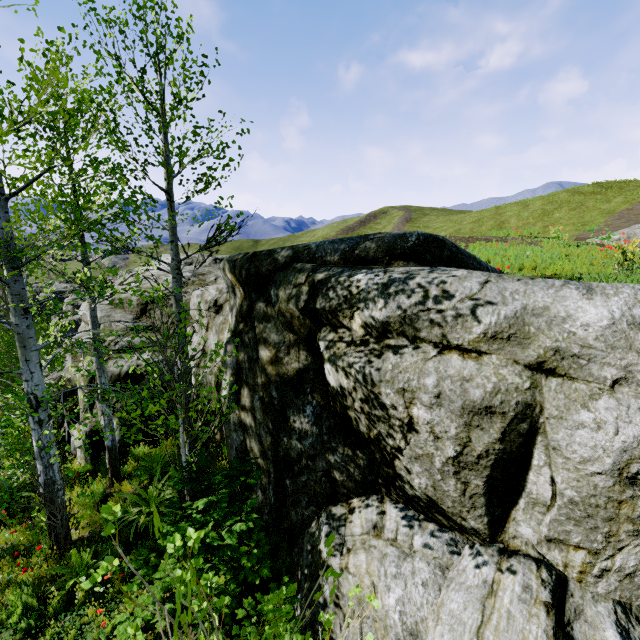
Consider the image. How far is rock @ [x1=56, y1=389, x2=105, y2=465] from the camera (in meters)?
9.33

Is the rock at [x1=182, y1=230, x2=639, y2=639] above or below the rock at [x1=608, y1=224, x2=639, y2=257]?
below

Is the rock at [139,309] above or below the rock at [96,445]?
above

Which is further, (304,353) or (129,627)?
(304,353)

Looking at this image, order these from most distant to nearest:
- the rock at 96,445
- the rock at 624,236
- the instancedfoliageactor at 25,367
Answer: Result: the rock at 96,445 → the rock at 624,236 → the instancedfoliageactor at 25,367

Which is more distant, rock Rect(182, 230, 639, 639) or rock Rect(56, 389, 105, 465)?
rock Rect(56, 389, 105, 465)

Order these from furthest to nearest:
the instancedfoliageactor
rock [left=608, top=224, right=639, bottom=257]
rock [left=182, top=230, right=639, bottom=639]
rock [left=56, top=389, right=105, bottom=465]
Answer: rock [left=56, top=389, right=105, bottom=465] → rock [left=608, top=224, right=639, bottom=257] → the instancedfoliageactor → rock [left=182, top=230, right=639, bottom=639]
